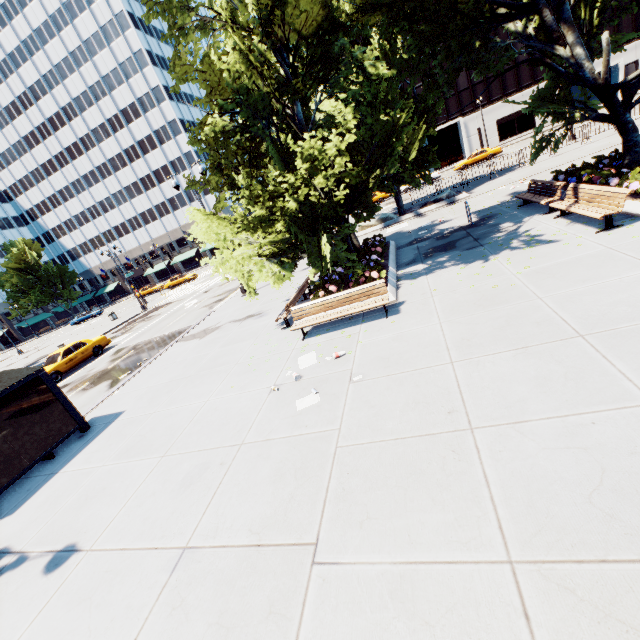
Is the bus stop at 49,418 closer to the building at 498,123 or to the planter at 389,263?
the planter at 389,263

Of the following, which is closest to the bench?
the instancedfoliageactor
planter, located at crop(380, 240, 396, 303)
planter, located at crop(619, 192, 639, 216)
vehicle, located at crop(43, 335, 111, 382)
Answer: planter, located at crop(619, 192, 639, 216)

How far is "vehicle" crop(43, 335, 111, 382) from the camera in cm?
1839

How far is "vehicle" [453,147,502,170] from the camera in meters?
37.2

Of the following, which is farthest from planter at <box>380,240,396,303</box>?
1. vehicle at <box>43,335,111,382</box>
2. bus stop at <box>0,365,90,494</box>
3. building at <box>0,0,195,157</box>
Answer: building at <box>0,0,195,157</box>

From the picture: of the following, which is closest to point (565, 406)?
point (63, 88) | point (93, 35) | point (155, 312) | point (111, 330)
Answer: point (155, 312)

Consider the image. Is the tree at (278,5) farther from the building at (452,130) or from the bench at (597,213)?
the building at (452,130)

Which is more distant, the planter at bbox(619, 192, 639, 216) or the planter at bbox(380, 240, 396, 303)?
the planter at bbox(380, 240, 396, 303)
